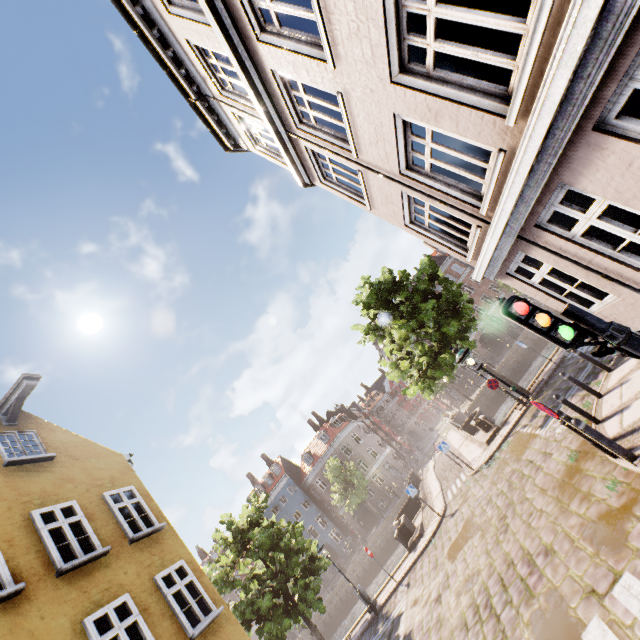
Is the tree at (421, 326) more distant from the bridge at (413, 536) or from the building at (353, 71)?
the building at (353, 71)

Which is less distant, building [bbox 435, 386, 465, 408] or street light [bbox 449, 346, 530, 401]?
street light [bbox 449, 346, 530, 401]

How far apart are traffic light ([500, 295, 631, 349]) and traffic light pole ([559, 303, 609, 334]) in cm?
2

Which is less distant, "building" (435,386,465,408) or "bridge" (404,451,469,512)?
"bridge" (404,451,469,512)

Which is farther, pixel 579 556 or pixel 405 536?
pixel 405 536

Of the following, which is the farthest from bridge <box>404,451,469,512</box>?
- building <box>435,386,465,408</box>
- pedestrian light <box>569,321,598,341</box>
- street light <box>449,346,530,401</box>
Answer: pedestrian light <box>569,321,598,341</box>

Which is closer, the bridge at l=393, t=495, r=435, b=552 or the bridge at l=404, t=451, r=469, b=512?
the bridge at l=393, t=495, r=435, b=552

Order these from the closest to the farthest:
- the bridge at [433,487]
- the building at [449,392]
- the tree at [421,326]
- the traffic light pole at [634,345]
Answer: the traffic light pole at [634,345] < the tree at [421,326] < the bridge at [433,487] < the building at [449,392]
